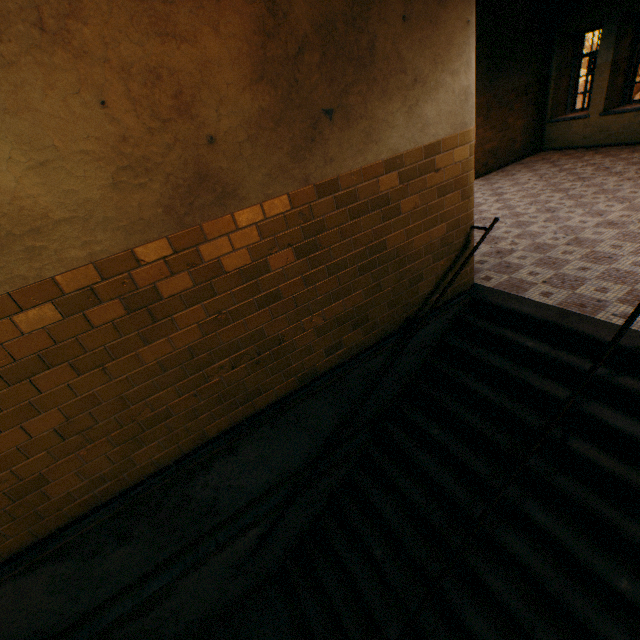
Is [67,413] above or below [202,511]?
above
